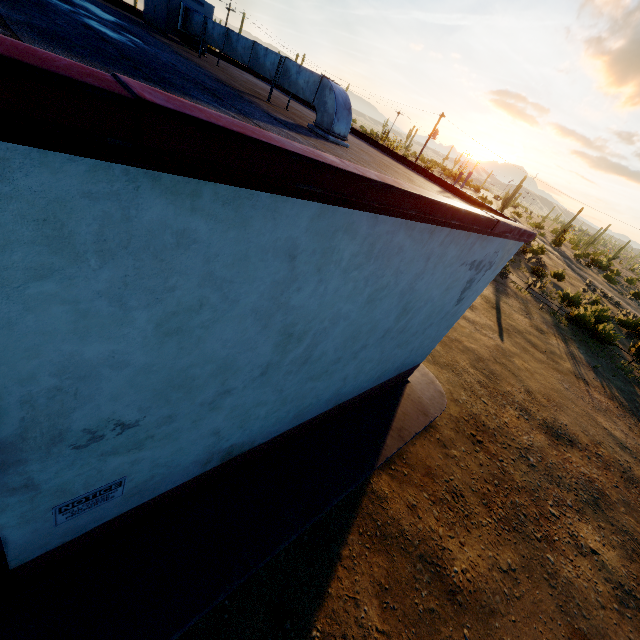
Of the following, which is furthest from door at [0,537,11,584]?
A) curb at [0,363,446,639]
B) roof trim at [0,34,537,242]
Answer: roof trim at [0,34,537,242]

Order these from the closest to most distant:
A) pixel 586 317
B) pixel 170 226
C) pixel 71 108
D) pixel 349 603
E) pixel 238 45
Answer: pixel 71 108, pixel 170 226, pixel 349 603, pixel 238 45, pixel 586 317

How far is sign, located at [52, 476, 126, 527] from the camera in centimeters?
291cm

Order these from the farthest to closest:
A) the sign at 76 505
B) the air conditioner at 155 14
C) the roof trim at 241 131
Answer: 1. the air conditioner at 155 14
2. the sign at 76 505
3. the roof trim at 241 131

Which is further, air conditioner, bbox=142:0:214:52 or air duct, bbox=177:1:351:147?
air conditioner, bbox=142:0:214:52

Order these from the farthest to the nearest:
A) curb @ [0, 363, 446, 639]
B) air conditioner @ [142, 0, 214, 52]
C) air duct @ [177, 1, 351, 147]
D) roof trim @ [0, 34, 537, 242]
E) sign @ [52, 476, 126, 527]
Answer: air conditioner @ [142, 0, 214, 52] → air duct @ [177, 1, 351, 147] → curb @ [0, 363, 446, 639] → sign @ [52, 476, 126, 527] → roof trim @ [0, 34, 537, 242]

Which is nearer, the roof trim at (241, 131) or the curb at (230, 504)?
the roof trim at (241, 131)

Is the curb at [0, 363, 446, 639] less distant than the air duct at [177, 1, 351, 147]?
Yes
